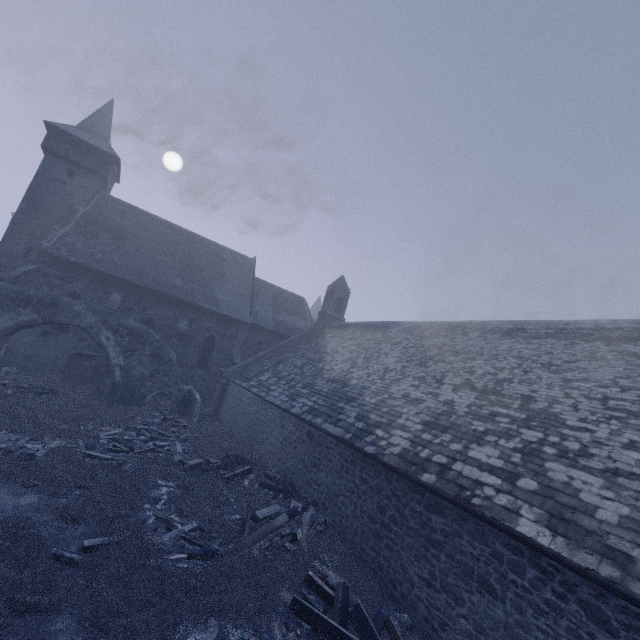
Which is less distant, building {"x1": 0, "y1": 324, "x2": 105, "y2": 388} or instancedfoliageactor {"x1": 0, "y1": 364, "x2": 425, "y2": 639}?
instancedfoliageactor {"x1": 0, "y1": 364, "x2": 425, "y2": 639}

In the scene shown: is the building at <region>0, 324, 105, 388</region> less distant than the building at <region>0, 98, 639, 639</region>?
No

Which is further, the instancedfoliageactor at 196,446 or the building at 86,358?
the building at 86,358

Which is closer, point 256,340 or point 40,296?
point 40,296

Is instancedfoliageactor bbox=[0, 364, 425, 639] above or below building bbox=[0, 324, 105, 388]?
below

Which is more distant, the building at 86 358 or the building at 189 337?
the building at 86 358
